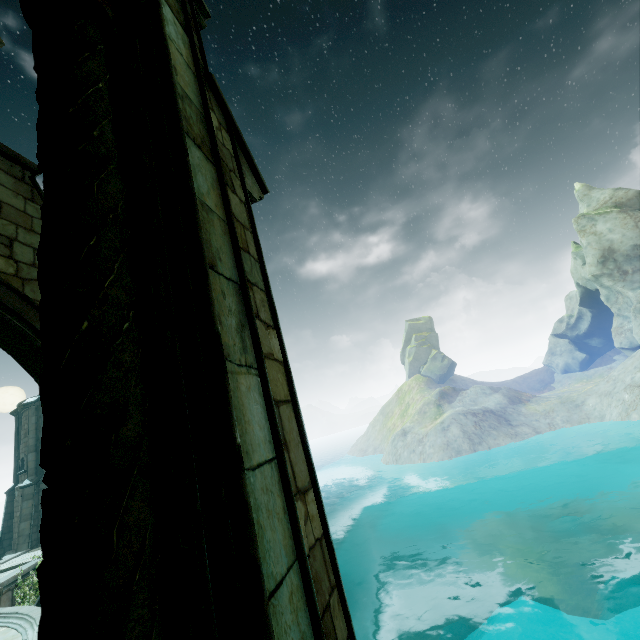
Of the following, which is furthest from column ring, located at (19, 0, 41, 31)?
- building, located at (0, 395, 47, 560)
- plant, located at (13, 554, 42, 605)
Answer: building, located at (0, 395, 47, 560)

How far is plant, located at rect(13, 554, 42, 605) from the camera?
12.39m

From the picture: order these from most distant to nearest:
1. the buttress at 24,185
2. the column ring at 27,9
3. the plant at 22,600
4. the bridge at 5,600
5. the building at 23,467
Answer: the building at 23,467, the plant at 22,600, the bridge at 5,600, the buttress at 24,185, the column ring at 27,9

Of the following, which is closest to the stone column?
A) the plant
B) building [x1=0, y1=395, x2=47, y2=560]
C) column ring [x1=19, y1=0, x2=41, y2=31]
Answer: column ring [x1=19, y1=0, x2=41, y2=31]

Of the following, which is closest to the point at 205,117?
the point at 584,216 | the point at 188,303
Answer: the point at 188,303

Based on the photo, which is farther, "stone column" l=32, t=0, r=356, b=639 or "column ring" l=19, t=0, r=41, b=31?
"column ring" l=19, t=0, r=41, b=31

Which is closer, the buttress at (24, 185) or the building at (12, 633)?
the buttress at (24, 185)

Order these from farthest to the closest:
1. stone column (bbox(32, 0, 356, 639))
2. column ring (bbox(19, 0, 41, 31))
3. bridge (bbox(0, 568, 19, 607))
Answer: bridge (bbox(0, 568, 19, 607))
column ring (bbox(19, 0, 41, 31))
stone column (bbox(32, 0, 356, 639))
